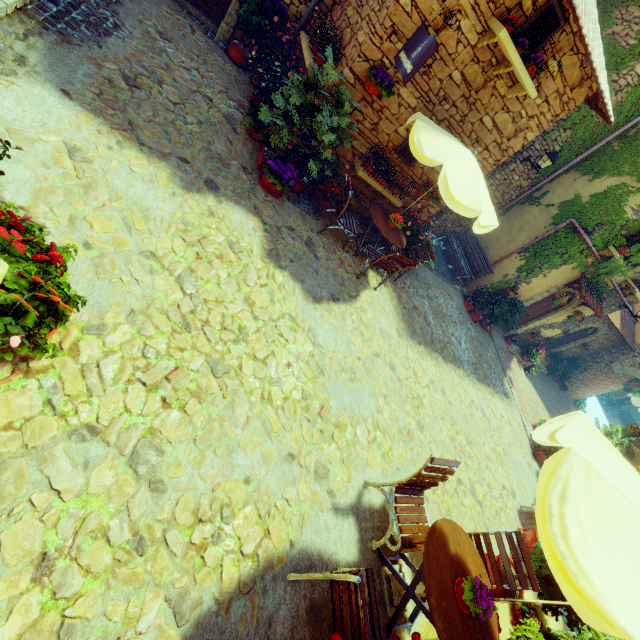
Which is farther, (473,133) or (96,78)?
(473,133)

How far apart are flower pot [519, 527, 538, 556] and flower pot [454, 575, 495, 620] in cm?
434

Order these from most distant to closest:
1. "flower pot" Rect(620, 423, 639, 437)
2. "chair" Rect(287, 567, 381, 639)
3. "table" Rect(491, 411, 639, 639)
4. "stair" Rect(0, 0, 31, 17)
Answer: "flower pot" Rect(620, 423, 639, 437) < "stair" Rect(0, 0, 31, 17) < "chair" Rect(287, 567, 381, 639) < "table" Rect(491, 411, 639, 639)

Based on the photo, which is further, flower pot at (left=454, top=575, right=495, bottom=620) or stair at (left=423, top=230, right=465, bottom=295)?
stair at (left=423, top=230, right=465, bottom=295)

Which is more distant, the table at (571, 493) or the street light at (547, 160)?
the street light at (547, 160)

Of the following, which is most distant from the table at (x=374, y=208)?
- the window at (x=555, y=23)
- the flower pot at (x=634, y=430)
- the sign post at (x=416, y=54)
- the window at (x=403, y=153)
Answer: the flower pot at (x=634, y=430)

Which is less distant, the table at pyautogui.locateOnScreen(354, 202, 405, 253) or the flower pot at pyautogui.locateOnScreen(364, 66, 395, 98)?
the flower pot at pyautogui.locateOnScreen(364, 66, 395, 98)

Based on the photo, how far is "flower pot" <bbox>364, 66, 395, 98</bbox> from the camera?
5.56m
